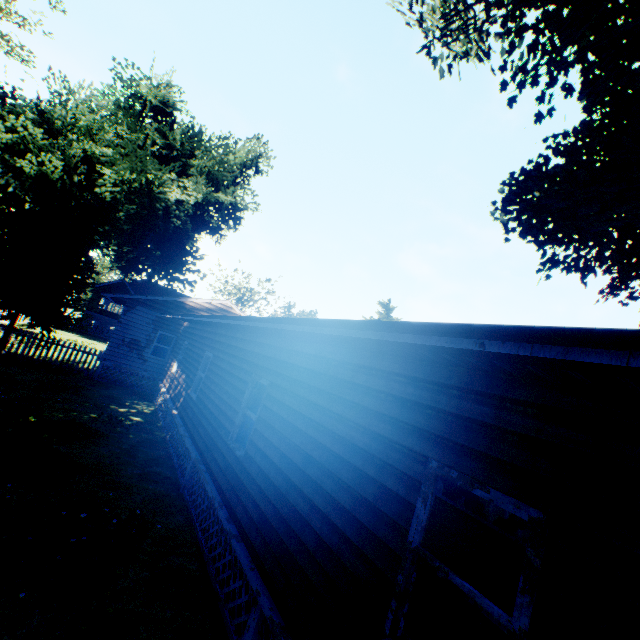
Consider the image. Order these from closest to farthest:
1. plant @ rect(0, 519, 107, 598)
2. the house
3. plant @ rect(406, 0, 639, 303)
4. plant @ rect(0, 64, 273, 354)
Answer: the house < plant @ rect(0, 519, 107, 598) < plant @ rect(406, 0, 639, 303) < plant @ rect(0, 64, 273, 354)

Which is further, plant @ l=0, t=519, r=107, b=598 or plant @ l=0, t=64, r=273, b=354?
plant @ l=0, t=64, r=273, b=354

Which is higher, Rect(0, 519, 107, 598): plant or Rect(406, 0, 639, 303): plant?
Rect(406, 0, 639, 303): plant

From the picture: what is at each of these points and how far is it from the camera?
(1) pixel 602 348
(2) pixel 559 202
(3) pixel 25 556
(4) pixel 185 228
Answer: (1) house, 1.3 meters
(2) plant, 13.6 meters
(3) plant, 4.8 meters
(4) plant, 31.7 meters

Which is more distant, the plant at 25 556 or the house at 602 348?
the plant at 25 556

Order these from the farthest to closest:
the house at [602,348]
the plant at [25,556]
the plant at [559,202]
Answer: the plant at [559,202]
the plant at [25,556]
the house at [602,348]

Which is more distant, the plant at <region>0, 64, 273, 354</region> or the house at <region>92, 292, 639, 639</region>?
the plant at <region>0, 64, 273, 354</region>

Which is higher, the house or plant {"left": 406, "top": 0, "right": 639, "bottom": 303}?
plant {"left": 406, "top": 0, "right": 639, "bottom": 303}
